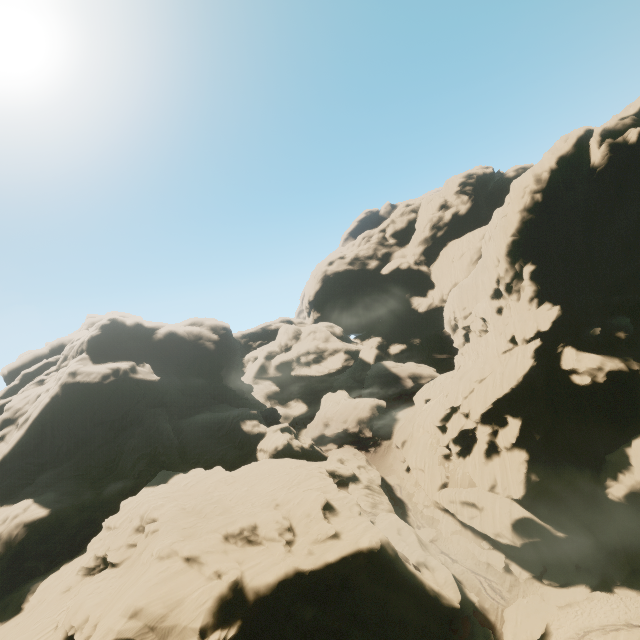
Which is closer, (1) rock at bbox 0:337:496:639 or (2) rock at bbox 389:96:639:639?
(1) rock at bbox 0:337:496:639

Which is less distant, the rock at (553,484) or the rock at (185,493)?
the rock at (185,493)

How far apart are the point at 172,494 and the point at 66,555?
13.27m
